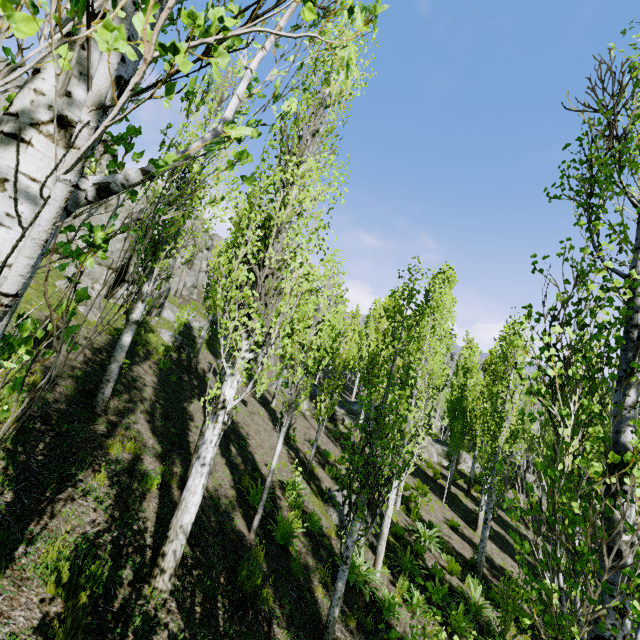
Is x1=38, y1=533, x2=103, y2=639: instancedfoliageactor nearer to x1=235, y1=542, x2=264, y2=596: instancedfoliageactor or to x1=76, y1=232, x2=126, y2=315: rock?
x1=235, y1=542, x2=264, y2=596: instancedfoliageactor

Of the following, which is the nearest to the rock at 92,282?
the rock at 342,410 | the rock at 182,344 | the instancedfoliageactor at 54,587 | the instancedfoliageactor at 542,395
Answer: the instancedfoliageactor at 542,395

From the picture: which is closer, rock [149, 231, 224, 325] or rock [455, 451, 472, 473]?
rock [149, 231, 224, 325]

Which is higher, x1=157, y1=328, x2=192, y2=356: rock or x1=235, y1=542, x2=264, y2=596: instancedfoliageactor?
x1=157, y1=328, x2=192, y2=356: rock

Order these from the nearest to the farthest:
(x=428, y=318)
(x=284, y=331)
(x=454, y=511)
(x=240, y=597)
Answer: (x=240, y=597), (x=284, y=331), (x=428, y=318), (x=454, y=511)

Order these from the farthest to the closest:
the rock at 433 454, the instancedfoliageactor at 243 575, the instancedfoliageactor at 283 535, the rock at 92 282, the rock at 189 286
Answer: the rock at 433 454
the rock at 189 286
the rock at 92 282
the instancedfoliageactor at 283 535
the instancedfoliageactor at 243 575

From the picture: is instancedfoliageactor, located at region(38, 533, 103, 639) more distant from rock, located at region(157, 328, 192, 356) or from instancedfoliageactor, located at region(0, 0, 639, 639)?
rock, located at region(157, 328, 192, 356)
